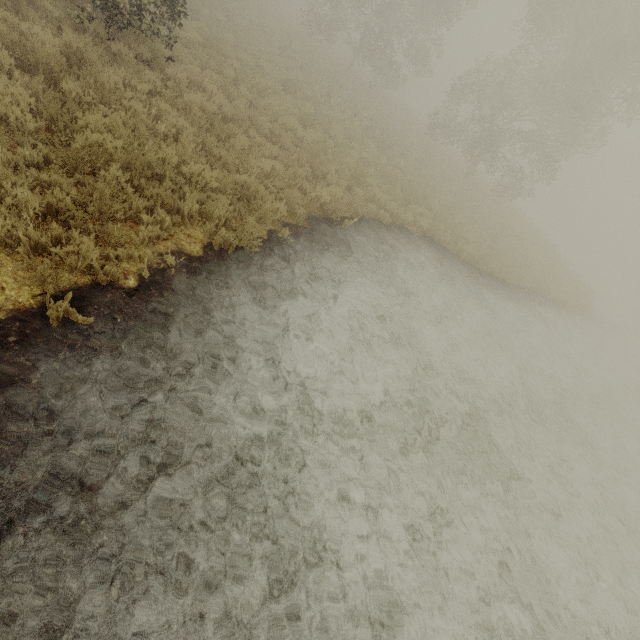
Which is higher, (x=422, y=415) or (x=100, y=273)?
(x=100, y=273)
